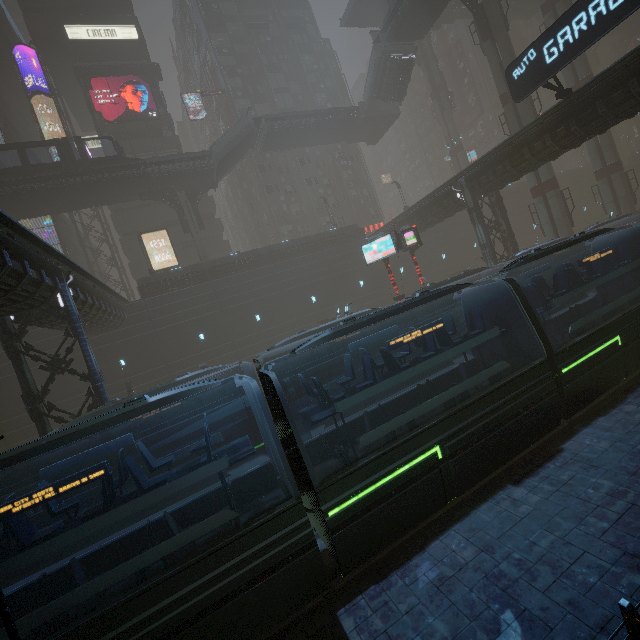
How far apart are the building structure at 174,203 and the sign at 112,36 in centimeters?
2272cm

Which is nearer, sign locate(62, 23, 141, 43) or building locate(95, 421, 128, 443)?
building locate(95, 421, 128, 443)

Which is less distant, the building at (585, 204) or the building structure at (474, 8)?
the building structure at (474, 8)

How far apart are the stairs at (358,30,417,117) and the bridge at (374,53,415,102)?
0.01m

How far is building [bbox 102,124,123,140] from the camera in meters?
39.0 m

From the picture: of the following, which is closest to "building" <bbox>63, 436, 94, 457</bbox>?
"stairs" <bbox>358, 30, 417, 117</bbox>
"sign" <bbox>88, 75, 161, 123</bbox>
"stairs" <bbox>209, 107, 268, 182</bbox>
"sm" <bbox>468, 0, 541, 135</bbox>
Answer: "sm" <bbox>468, 0, 541, 135</bbox>

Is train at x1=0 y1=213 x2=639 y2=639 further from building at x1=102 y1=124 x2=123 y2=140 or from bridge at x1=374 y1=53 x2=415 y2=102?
bridge at x1=374 y1=53 x2=415 y2=102

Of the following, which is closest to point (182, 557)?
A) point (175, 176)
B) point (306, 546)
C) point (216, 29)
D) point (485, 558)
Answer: point (306, 546)
